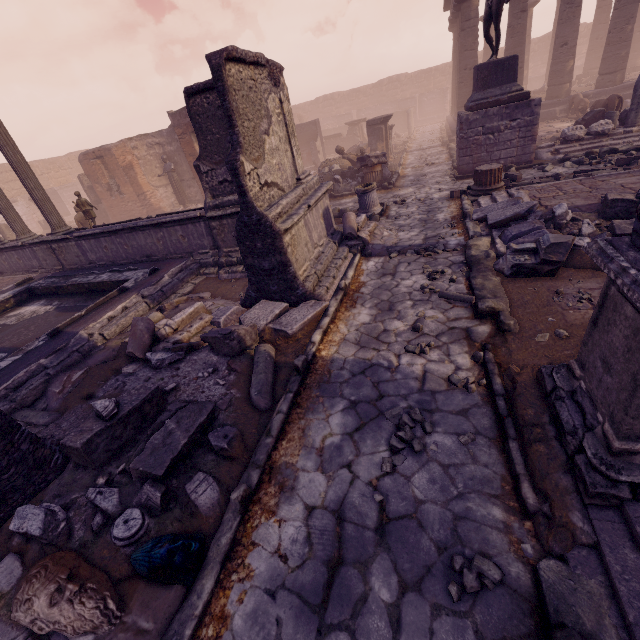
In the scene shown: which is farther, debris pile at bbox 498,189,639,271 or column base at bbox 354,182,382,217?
column base at bbox 354,182,382,217

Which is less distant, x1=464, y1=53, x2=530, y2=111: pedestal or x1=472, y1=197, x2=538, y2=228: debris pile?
x1=472, y1=197, x2=538, y2=228: debris pile

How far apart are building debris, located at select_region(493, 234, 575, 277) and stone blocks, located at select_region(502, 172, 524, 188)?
4.65m

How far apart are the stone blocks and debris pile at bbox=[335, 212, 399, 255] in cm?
297

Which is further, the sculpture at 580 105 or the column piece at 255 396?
the sculpture at 580 105

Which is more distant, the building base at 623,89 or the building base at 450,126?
the building base at 450,126

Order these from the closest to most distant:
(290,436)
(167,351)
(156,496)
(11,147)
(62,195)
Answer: (156,496)
(290,436)
(167,351)
(11,147)
(62,195)

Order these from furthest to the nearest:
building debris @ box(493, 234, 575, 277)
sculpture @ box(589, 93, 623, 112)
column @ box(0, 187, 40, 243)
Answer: sculpture @ box(589, 93, 623, 112) → column @ box(0, 187, 40, 243) → building debris @ box(493, 234, 575, 277)
